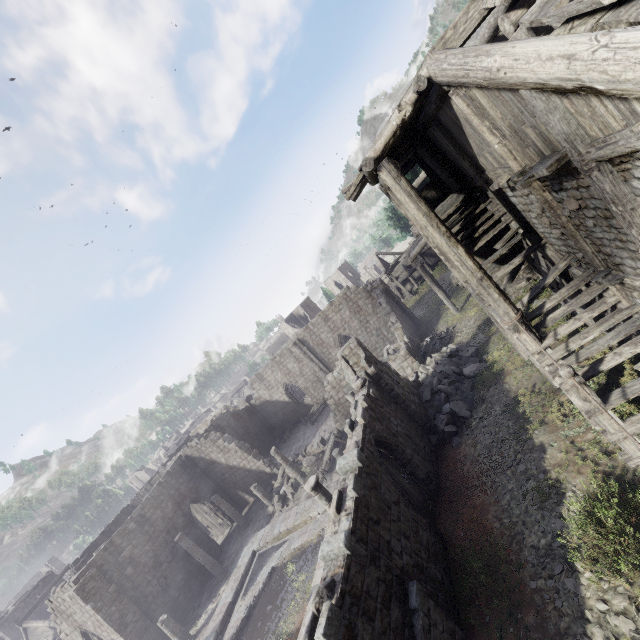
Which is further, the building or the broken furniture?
the broken furniture

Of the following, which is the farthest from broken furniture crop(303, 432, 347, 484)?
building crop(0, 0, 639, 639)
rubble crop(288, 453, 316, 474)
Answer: rubble crop(288, 453, 316, 474)

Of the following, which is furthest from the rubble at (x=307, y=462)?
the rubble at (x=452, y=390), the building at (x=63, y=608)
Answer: the rubble at (x=452, y=390)

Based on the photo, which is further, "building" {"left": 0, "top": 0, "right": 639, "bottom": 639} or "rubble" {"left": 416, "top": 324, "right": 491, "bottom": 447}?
"rubble" {"left": 416, "top": 324, "right": 491, "bottom": 447}

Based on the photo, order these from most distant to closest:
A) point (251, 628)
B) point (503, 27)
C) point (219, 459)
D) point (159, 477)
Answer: point (159, 477), point (219, 459), point (251, 628), point (503, 27)

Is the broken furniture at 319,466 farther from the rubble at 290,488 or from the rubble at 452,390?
the rubble at 452,390

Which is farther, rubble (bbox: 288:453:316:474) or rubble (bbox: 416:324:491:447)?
rubble (bbox: 288:453:316:474)

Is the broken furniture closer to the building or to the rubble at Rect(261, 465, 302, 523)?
the building
